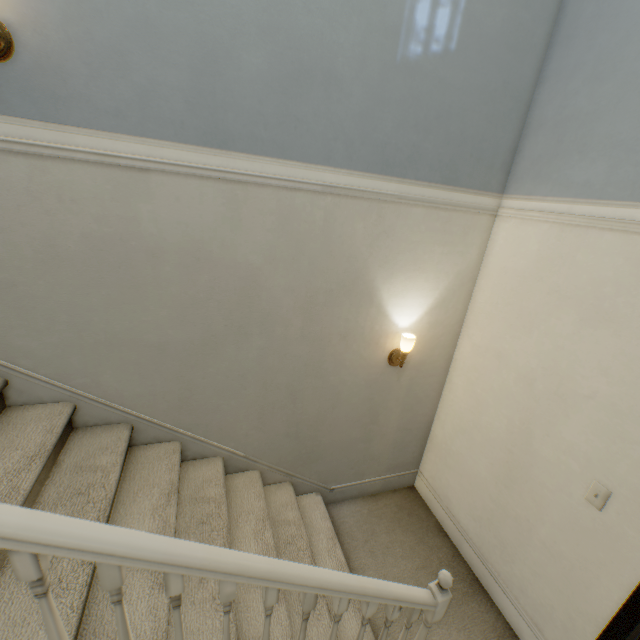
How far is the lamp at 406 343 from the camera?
2.18m

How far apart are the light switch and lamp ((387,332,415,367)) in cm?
115

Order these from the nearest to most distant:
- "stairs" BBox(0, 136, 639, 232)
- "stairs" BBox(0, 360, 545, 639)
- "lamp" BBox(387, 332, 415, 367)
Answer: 1. "stairs" BBox(0, 360, 545, 639)
2. "stairs" BBox(0, 136, 639, 232)
3. "lamp" BBox(387, 332, 415, 367)

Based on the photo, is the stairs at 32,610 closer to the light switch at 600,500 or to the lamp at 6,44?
the lamp at 6,44

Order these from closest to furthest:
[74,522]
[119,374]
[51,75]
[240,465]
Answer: [74,522]
[51,75]
[119,374]
[240,465]

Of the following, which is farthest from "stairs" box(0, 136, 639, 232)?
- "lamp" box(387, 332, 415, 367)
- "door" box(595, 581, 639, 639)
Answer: "lamp" box(387, 332, 415, 367)

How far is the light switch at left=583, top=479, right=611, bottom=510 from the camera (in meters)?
1.57

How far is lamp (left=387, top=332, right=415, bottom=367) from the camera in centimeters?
218cm
